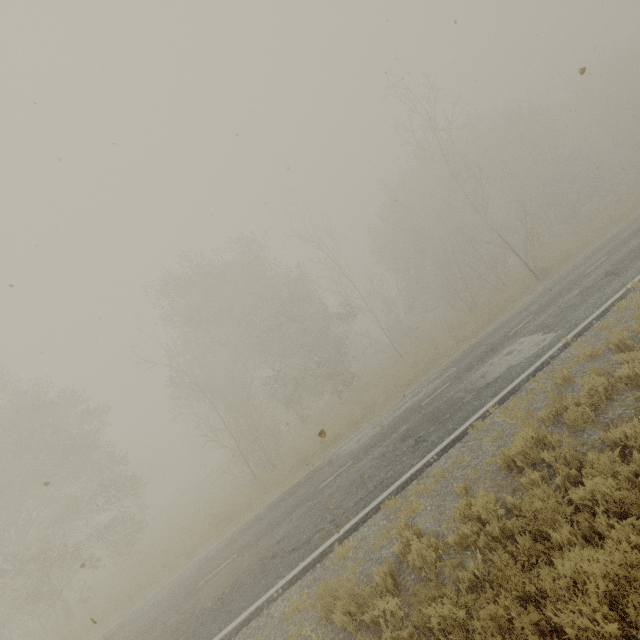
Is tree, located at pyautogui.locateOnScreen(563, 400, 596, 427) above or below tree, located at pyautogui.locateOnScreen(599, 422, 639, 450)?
above

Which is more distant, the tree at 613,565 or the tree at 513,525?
the tree at 513,525

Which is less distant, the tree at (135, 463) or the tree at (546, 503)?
the tree at (546, 503)

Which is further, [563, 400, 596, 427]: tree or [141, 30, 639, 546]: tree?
[141, 30, 639, 546]: tree

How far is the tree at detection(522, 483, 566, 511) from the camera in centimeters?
459cm

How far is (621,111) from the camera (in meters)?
31.34

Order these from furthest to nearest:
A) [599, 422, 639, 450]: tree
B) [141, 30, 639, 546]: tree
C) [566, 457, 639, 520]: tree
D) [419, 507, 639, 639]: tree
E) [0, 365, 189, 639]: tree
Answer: [141, 30, 639, 546]: tree
[0, 365, 189, 639]: tree
[599, 422, 639, 450]: tree
[566, 457, 639, 520]: tree
[419, 507, 639, 639]: tree
